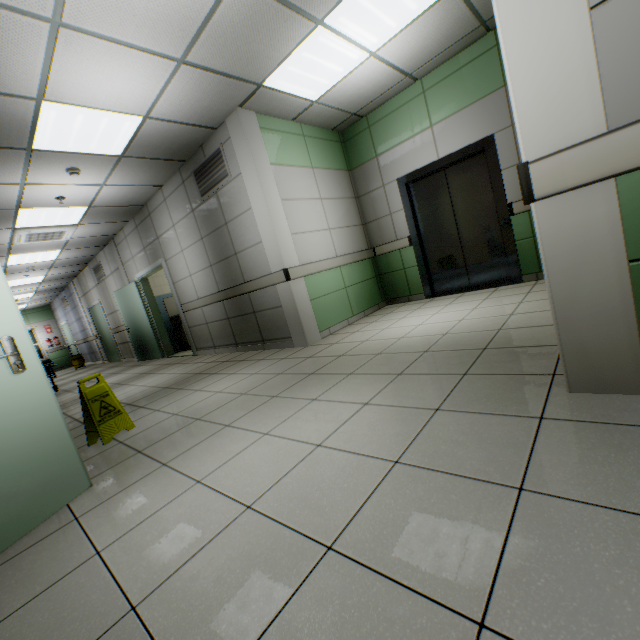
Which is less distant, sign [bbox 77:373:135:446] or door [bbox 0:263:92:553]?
door [bbox 0:263:92:553]

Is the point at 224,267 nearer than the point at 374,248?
Yes

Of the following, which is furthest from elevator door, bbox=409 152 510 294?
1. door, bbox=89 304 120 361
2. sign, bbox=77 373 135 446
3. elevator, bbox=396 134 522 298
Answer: door, bbox=89 304 120 361

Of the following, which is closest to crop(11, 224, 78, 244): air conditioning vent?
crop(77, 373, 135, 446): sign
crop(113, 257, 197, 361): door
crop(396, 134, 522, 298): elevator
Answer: crop(113, 257, 197, 361): door

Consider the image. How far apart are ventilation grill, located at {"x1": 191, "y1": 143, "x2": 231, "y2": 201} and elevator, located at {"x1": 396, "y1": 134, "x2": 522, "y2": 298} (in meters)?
2.74

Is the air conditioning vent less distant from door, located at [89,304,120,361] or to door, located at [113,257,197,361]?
door, located at [113,257,197,361]

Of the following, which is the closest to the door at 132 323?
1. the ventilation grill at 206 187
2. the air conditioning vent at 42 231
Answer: the air conditioning vent at 42 231

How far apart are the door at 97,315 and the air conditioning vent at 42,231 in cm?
397
